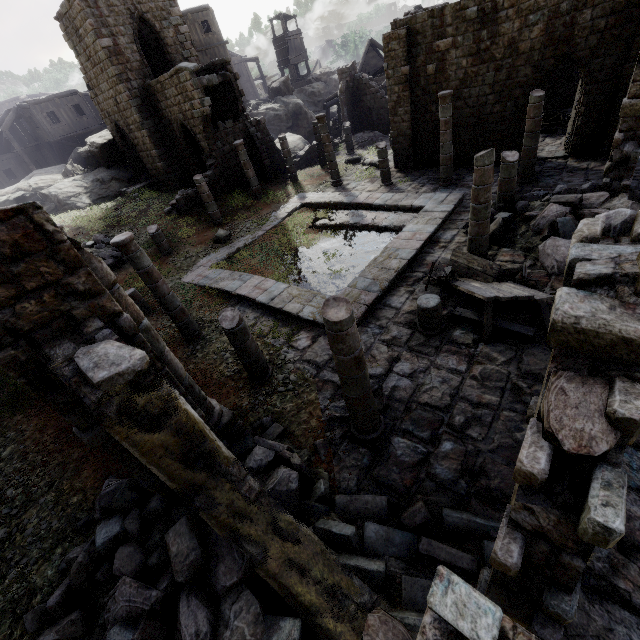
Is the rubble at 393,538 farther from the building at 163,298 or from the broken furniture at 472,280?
the broken furniture at 472,280

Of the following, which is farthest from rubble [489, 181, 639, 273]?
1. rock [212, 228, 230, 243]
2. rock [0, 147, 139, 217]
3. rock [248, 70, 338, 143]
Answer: rock [248, 70, 338, 143]

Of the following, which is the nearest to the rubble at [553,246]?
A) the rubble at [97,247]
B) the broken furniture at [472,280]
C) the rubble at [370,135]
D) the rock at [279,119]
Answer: the broken furniture at [472,280]

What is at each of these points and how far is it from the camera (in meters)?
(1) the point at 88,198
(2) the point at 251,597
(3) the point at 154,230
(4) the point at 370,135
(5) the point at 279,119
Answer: (1) rock, 23.69
(2) rubble, 4.23
(3) building, 15.66
(4) rubble, 27.44
(5) rock, 32.09

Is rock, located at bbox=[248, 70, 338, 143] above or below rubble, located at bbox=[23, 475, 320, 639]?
above

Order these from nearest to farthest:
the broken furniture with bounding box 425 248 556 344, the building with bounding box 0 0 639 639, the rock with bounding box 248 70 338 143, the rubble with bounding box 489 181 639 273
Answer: the building with bounding box 0 0 639 639
the broken furniture with bounding box 425 248 556 344
the rubble with bounding box 489 181 639 273
the rock with bounding box 248 70 338 143

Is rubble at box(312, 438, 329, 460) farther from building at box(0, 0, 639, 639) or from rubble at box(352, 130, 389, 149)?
rubble at box(352, 130, 389, 149)

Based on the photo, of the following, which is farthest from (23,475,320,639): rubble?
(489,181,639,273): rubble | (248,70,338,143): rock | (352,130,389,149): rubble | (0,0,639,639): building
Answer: (248,70,338,143): rock
